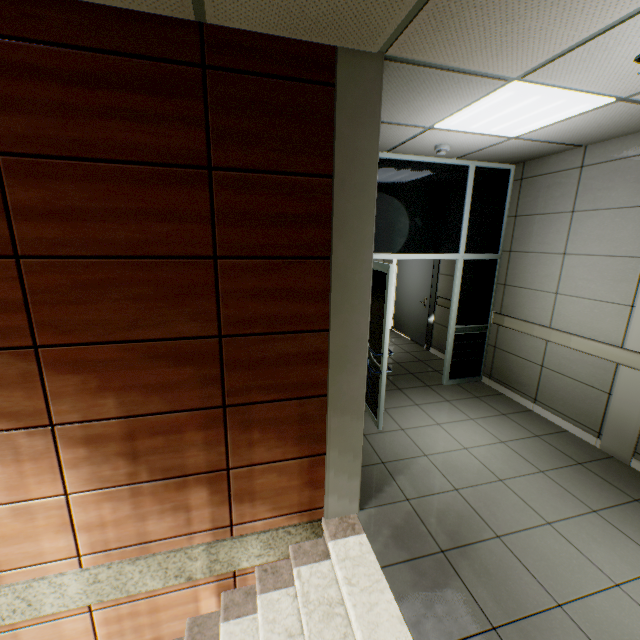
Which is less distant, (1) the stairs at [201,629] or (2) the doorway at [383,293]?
(1) the stairs at [201,629]

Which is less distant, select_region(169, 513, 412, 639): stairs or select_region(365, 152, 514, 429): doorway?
select_region(169, 513, 412, 639): stairs

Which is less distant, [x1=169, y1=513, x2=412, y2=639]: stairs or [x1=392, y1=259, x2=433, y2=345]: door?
[x1=169, y1=513, x2=412, y2=639]: stairs

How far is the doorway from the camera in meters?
3.9 m

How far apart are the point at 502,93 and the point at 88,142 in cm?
274

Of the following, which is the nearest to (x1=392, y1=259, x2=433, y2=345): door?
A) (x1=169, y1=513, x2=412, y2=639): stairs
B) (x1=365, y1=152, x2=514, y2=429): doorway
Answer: (x1=365, y1=152, x2=514, y2=429): doorway

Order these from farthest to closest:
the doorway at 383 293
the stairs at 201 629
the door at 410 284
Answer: the door at 410 284
the doorway at 383 293
the stairs at 201 629
